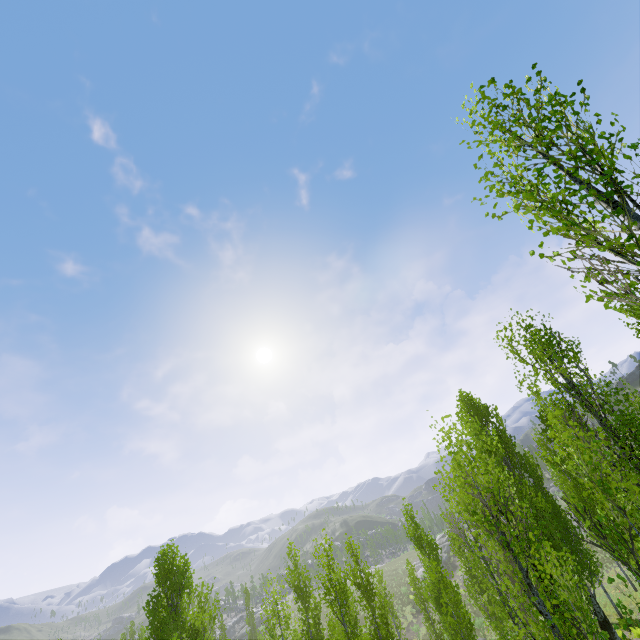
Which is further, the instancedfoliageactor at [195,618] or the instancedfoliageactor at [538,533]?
the instancedfoliageactor at [195,618]

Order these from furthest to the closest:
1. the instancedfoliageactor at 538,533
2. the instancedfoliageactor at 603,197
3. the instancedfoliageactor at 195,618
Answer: the instancedfoliageactor at 195,618
the instancedfoliageactor at 538,533
the instancedfoliageactor at 603,197

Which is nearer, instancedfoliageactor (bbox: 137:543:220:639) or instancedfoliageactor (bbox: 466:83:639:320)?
instancedfoliageactor (bbox: 466:83:639:320)

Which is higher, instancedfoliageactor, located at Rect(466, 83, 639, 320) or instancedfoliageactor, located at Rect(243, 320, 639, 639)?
instancedfoliageactor, located at Rect(466, 83, 639, 320)

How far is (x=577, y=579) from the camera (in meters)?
5.67

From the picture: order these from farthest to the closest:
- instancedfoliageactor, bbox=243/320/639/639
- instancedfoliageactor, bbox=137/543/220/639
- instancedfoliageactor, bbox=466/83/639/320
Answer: instancedfoliageactor, bbox=137/543/220/639 < instancedfoliageactor, bbox=243/320/639/639 < instancedfoliageactor, bbox=466/83/639/320
